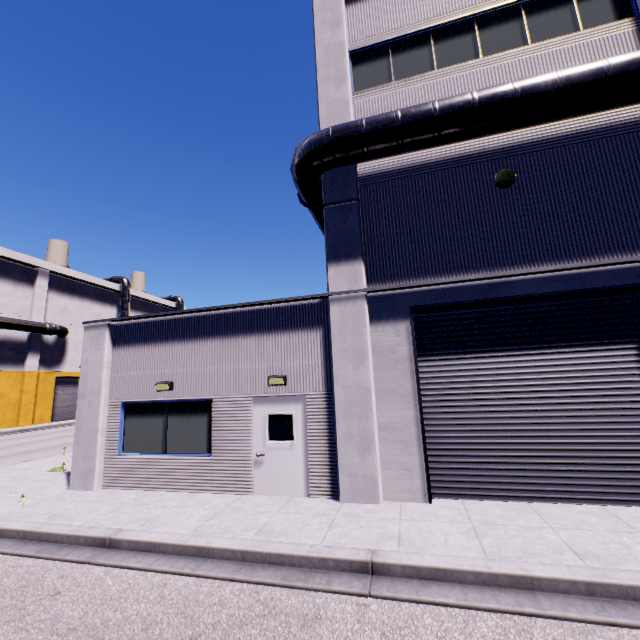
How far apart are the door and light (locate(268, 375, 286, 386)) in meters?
0.2

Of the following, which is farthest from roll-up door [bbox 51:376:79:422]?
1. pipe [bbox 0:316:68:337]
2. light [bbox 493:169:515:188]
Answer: light [bbox 493:169:515:188]

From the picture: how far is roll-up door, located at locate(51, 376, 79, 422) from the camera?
32.3 meters

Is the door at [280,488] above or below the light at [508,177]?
below

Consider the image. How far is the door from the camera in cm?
794

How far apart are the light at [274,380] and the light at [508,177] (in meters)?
7.02

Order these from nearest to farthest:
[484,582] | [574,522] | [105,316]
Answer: [484,582] → [574,522] → [105,316]

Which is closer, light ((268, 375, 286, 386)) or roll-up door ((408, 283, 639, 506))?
roll-up door ((408, 283, 639, 506))
